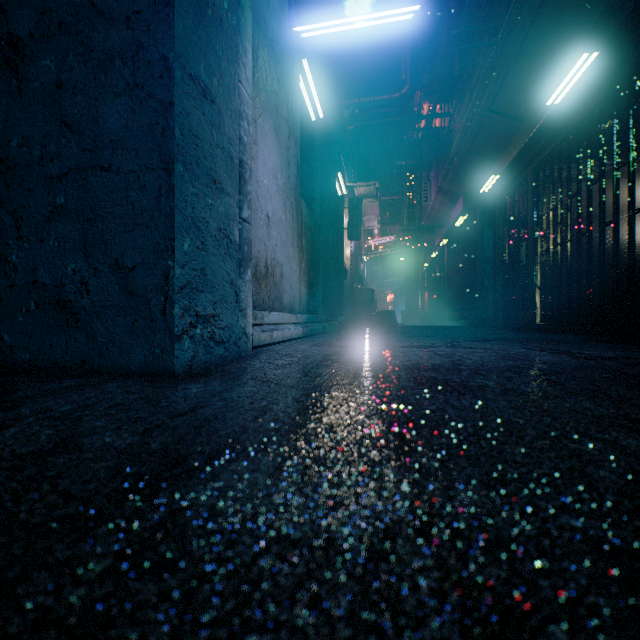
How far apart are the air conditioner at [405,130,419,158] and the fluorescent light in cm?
702

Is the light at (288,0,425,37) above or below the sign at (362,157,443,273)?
above

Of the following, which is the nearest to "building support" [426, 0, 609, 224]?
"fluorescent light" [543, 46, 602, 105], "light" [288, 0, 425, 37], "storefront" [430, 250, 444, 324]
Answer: "storefront" [430, 250, 444, 324]

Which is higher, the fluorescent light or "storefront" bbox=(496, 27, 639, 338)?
the fluorescent light

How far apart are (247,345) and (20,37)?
1.2m

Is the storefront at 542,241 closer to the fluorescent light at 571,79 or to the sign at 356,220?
the fluorescent light at 571,79

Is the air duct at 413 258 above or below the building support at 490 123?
below

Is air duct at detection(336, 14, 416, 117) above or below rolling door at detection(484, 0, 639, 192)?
above
